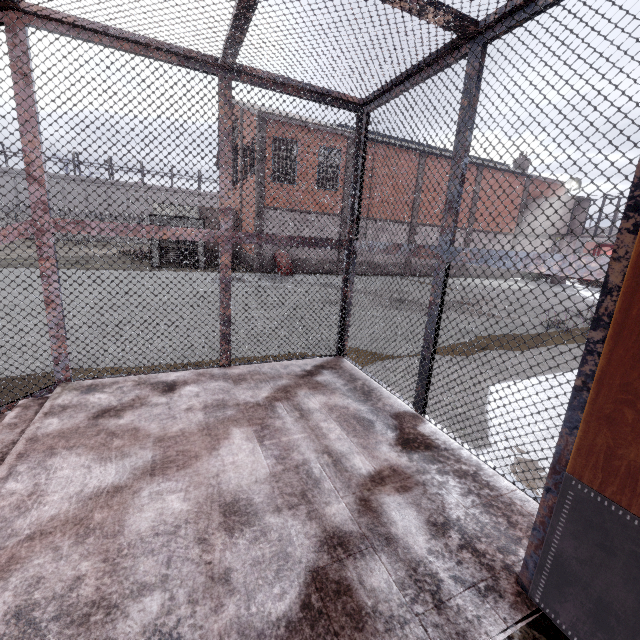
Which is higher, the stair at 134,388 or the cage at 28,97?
the cage at 28,97

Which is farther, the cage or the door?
the cage

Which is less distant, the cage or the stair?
the stair

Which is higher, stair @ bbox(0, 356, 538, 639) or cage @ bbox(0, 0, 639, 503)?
cage @ bbox(0, 0, 639, 503)

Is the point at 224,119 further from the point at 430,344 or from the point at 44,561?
the point at 44,561

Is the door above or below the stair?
above

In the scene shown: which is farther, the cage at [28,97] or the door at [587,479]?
the cage at [28,97]
